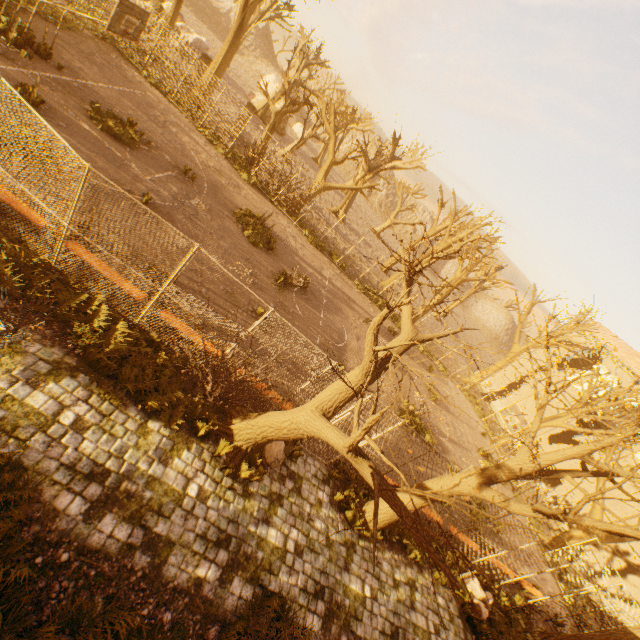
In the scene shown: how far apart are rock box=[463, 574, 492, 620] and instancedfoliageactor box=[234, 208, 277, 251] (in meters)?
15.77

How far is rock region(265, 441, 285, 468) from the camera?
8.1 meters

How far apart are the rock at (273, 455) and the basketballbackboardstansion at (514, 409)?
15.4m

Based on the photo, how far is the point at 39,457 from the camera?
5.0 meters

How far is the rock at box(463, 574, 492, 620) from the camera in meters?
10.3

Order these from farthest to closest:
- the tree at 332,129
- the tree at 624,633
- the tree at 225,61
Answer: the tree at 332,129 < the tree at 225,61 < the tree at 624,633

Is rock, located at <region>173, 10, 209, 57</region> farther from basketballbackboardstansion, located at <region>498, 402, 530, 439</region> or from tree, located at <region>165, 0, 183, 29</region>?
basketballbackboardstansion, located at <region>498, 402, 530, 439</region>

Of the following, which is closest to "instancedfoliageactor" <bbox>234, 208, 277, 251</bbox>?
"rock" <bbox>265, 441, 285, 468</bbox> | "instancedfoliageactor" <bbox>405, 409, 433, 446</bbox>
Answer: "rock" <bbox>265, 441, 285, 468</bbox>
